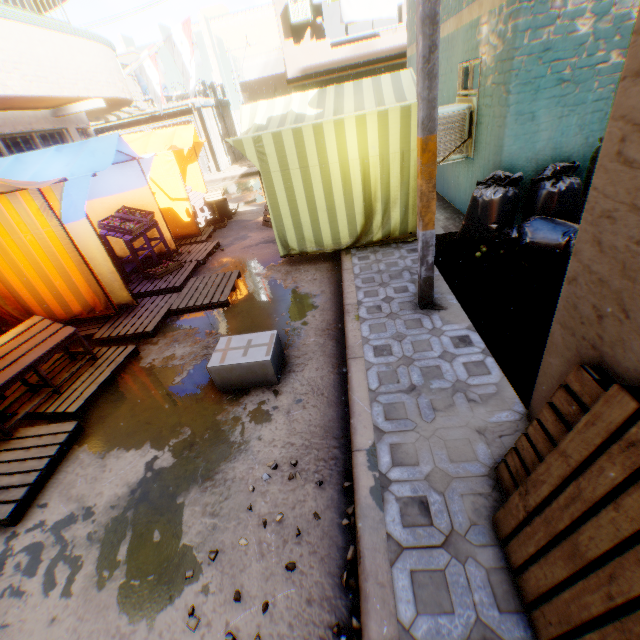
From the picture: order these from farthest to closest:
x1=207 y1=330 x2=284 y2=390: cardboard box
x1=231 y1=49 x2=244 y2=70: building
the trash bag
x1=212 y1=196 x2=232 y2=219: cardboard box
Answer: x1=231 y1=49 x2=244 y2=70: building, x1=212 y1=196 x2=232 y2=219: cardboard box, the trash bag, x1=207 y1=330 x2=284 y2=390: cardboard box

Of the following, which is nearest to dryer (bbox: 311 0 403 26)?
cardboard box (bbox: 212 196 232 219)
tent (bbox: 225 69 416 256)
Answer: tent (bbox: 225 69 416 256)

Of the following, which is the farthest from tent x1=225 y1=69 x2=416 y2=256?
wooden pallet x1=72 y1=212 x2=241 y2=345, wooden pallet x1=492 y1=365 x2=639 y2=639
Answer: wooden pallet x1=492 y1=365 x2=639 y2=639

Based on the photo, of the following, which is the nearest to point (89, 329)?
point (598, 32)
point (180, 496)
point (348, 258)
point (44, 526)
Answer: point (44, 526)

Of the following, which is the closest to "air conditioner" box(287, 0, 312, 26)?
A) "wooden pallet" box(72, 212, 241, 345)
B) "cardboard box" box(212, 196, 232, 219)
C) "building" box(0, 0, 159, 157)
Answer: "building" box(0, 0, 159, 157)

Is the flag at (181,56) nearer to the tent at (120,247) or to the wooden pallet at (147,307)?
the tent at (120,247)

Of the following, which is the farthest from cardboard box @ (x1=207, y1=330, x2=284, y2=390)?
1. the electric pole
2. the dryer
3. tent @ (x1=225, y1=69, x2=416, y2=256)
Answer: the dryer

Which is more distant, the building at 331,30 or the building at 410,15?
the building at 331,30
